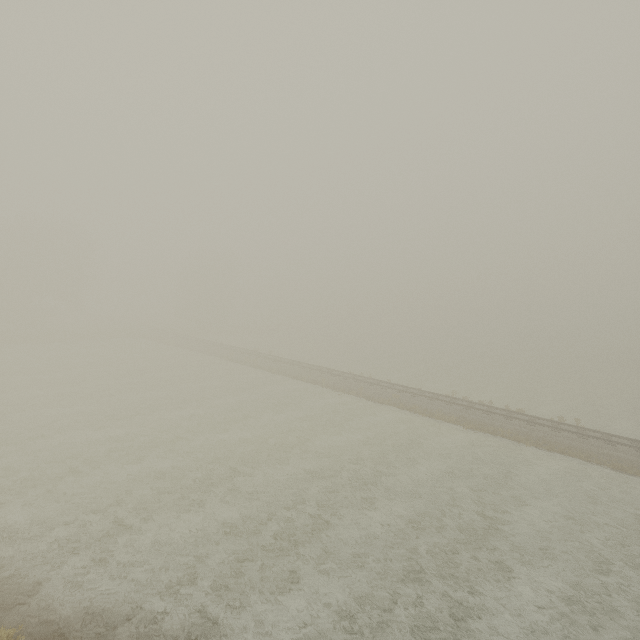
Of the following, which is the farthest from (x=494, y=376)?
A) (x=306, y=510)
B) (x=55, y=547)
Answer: (x=55, y=547)
